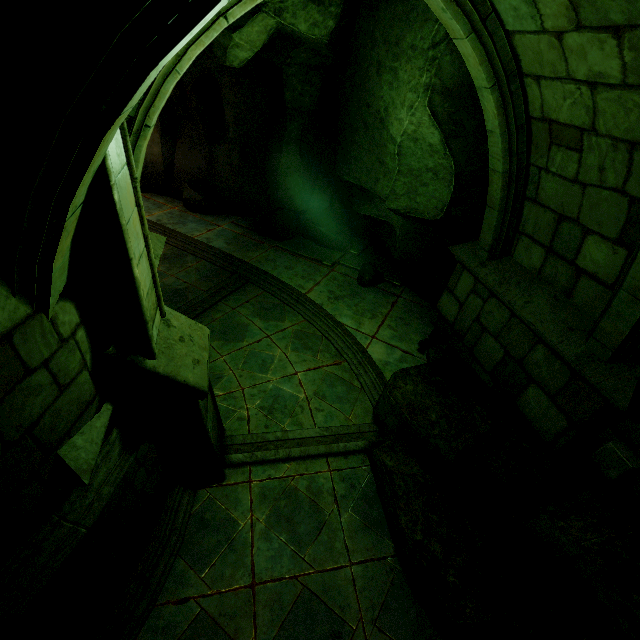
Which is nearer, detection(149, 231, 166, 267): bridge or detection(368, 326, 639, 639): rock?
detection(368, 326, 639, 639): rock

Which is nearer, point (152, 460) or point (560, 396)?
point (152, 460)

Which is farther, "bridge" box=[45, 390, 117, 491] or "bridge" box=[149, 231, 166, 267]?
"bridge" box=[149, 231, 166, 267]

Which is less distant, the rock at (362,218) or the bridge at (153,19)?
the bridge at (153,19)

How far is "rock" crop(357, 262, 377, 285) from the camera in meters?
8.7

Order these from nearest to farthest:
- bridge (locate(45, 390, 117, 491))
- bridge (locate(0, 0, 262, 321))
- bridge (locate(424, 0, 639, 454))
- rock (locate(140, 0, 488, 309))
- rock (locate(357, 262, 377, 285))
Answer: bridge (locate(0, 0, 262, 321)), bridge (locate(45, 390, 117, 491)), bridge (locate(424, 0, 639, 454)), rock (locate(140, 0, 488, 309)), rock (locate(357, 262, 377, 285))

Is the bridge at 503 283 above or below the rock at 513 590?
above

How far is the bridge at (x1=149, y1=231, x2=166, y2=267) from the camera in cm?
491
